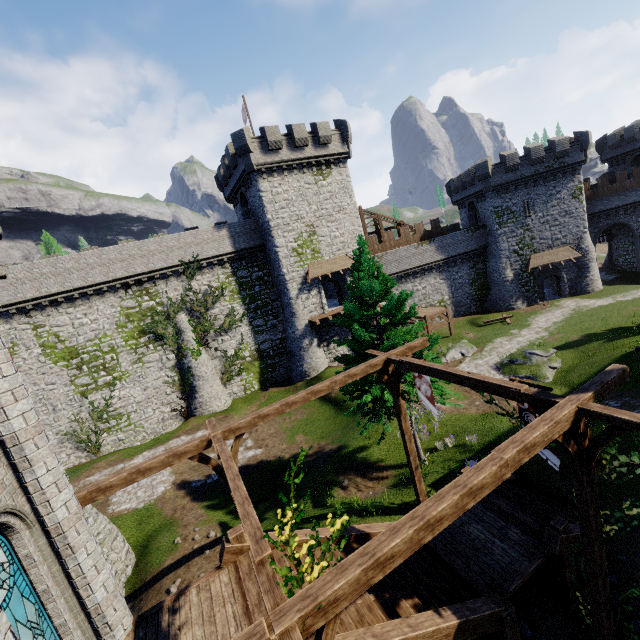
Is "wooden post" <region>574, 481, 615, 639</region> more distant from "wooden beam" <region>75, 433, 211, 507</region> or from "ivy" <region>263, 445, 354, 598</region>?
"wooden beam" <region>75, 433, 211, 507</region>

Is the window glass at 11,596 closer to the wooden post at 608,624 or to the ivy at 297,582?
the ivy at 297,582

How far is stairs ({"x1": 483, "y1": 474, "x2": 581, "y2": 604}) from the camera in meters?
8.7 m

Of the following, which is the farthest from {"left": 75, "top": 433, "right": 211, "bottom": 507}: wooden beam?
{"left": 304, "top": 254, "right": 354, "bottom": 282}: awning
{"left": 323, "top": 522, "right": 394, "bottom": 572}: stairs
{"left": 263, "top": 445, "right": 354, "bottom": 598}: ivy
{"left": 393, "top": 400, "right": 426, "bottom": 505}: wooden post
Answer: {"left": 304, "top": 254, "right": 354, "bottom": 282}: awning

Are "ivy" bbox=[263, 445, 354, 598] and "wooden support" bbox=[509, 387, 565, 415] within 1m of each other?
no

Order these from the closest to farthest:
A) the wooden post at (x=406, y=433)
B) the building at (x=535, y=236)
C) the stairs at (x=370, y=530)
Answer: the stairs at (x=370, y=530)
the wooden post at (x=406, y=433)
the building at (x=535, y=236)

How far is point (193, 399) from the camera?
29.0 meters

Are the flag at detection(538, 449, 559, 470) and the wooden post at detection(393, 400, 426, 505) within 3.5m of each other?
no
